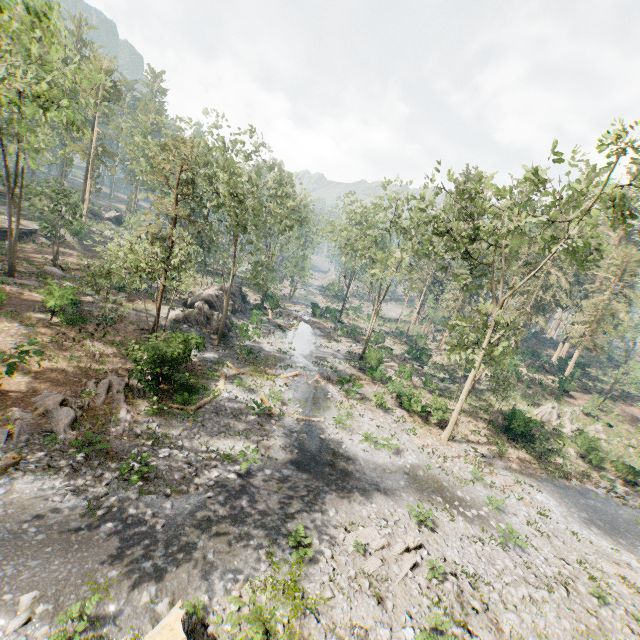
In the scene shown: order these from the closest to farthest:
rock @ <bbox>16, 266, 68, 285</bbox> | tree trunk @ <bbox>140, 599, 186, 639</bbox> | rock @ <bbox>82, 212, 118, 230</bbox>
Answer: tree trunk @ <bbox>140, 599, 186, 639</bbox> < rock @ <bbox>16, 266, 68, 285</bbox> < rock @ <bbox>82, 212, 118, 230</bbox>

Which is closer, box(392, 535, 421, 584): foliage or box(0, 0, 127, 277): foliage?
box(0, 0, 127, 277): foliage

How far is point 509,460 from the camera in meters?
24.8 m

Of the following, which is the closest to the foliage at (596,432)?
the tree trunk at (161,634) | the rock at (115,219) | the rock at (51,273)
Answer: the rock at (115,219)

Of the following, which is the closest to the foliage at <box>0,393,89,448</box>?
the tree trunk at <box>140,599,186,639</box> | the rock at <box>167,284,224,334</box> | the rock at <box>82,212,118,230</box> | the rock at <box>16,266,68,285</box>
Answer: the rock at <box>82,212,118,230</box>

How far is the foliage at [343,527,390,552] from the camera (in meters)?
13.23

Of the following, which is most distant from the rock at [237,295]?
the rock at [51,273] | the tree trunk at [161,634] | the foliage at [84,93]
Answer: the tree trunk at [161,634]

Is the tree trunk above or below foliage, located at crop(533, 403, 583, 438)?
below
